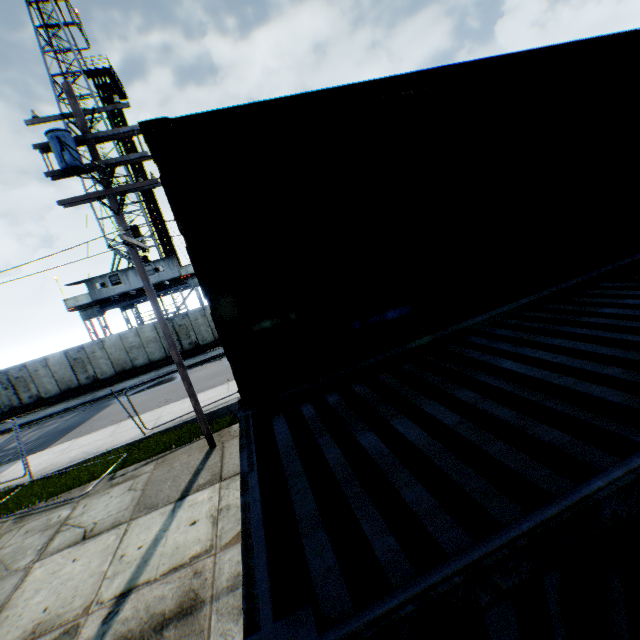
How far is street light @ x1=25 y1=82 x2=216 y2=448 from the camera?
7.28m

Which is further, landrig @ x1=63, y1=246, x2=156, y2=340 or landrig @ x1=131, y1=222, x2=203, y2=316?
landrig @ x1=131, y1=222, x2=203, y2=316

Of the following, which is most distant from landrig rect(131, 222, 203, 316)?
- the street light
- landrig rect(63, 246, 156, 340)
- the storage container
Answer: the storage container

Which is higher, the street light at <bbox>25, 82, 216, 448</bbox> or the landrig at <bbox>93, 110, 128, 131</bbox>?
the landrig at <bbox>93, 110, 128, 131</bbox>

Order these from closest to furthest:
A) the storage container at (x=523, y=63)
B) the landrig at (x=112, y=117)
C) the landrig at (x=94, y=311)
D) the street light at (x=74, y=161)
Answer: the storage container at (x=523, y=63), the street light at (x=74, y=161), the landrig at (x=94, y=311), the landrig at (x=112, y=117)

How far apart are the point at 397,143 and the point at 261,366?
3.05m

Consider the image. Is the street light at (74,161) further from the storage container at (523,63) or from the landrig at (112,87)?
the landrig at (112,87)

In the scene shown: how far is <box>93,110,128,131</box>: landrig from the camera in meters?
28.2 m
